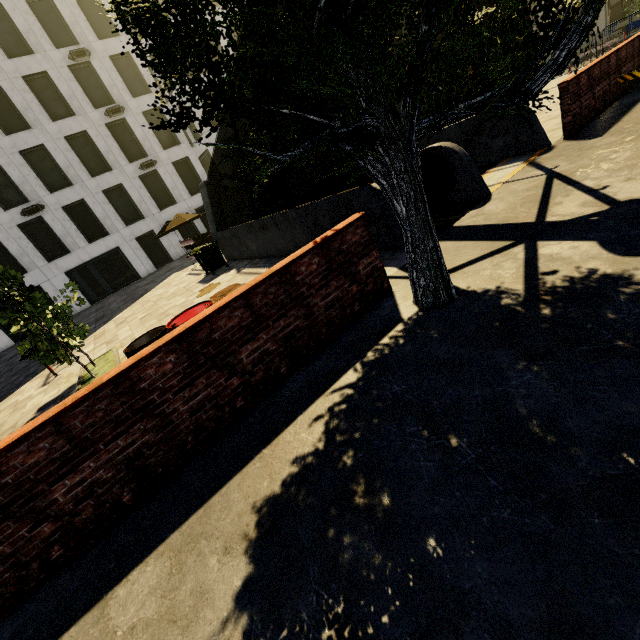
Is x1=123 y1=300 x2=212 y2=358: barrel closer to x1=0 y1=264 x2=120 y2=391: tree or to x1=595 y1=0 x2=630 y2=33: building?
x1=0 y1=264 x2=120 y2=391: tree

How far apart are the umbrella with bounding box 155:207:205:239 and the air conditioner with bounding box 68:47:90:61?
13.74m

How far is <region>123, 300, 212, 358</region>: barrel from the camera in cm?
411

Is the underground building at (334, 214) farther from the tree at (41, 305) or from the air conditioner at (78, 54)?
the air conditioner at (78, 54)

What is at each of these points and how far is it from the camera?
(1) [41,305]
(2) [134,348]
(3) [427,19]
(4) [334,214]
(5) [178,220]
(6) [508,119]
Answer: (1) tree, 6.6 meters
(2) barrel, 4.2 meters
(3) tree, 3.0 meters
(4) underground building, 7.1 meters
(5) umbrella, 20.3 meters
(6) underground building, 8.1 meters

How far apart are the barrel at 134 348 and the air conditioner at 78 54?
29.4m

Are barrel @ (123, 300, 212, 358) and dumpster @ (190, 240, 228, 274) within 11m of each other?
yes

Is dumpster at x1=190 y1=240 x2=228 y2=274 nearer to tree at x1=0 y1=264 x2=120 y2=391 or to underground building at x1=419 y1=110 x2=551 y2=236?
underground building at x1=419 y1=110 x2=551 y2=236
